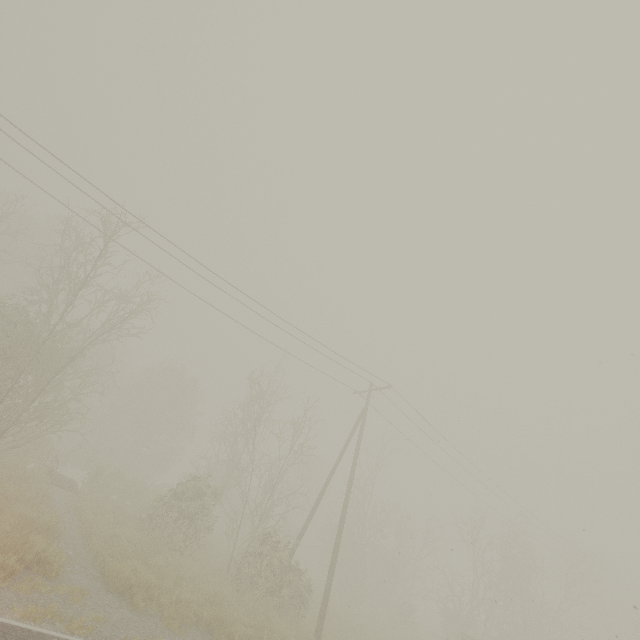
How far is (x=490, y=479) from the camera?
22.1 meters
